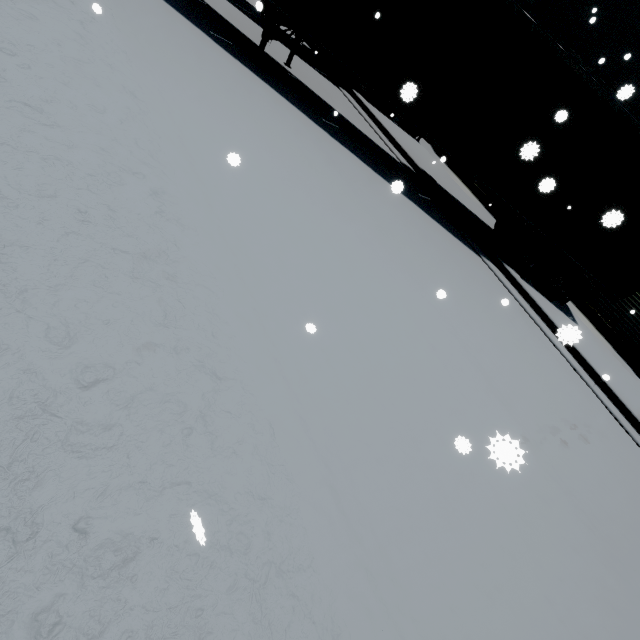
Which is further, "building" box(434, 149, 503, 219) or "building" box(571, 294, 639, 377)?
"building" box(434, 149, 503, 219)

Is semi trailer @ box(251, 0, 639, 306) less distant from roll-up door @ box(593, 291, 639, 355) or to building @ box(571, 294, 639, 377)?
roll-up door @ box(593, 291, 639, 355)

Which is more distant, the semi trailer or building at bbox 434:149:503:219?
building at bbox 434:149:503:219

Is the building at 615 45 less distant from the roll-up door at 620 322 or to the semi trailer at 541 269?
the roll-up door at 620 322

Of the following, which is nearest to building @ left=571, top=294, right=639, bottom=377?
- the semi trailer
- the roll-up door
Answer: the roll-up door

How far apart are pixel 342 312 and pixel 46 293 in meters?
3.0

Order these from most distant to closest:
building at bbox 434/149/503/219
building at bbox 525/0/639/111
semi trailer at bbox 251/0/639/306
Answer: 1. building at bbox 434/149/503/219
2. building at bbox 525/0/639/111
3. semi trailer at bbox 251/0/639/306

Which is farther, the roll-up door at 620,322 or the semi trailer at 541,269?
the roll-up door at 620,322
